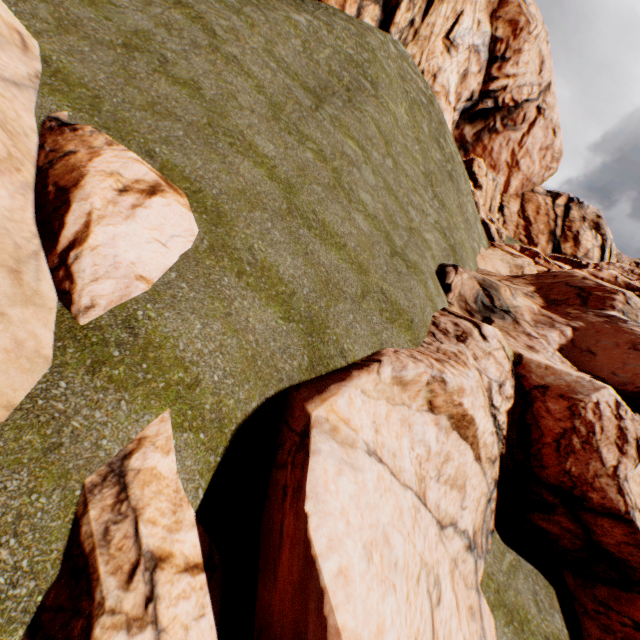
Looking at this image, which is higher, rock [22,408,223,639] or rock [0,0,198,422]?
rock [0,0,198,422]

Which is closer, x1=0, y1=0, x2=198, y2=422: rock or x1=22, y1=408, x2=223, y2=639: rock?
x1=22, y1=408, x2=223, y2=639: rock

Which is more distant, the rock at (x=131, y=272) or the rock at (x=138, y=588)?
the rock at (x=131, y=272)

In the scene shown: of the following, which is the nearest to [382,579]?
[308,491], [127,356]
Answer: [308,491]

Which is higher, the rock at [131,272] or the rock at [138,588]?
the rock at [131,272]
